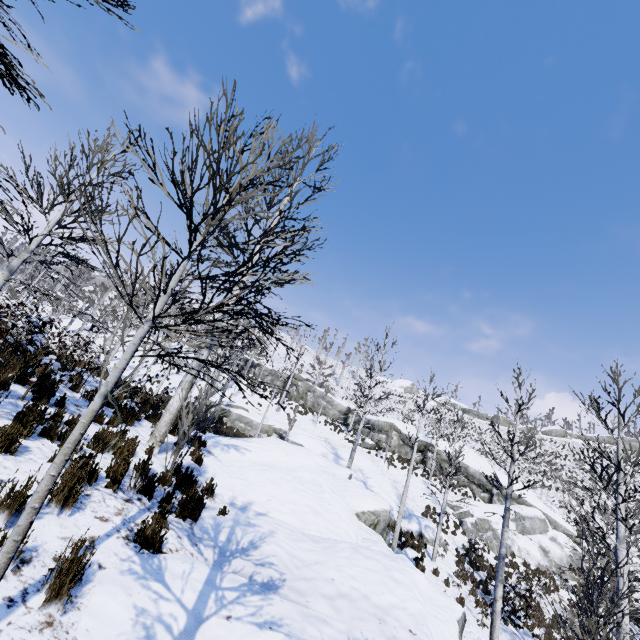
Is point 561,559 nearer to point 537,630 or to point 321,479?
point 537,630

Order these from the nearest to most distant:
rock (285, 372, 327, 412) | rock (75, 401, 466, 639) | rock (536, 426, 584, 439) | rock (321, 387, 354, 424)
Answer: rock (75, 401, 466, 639) < rock (321, 387, 354, 424) < rock (285, 372, 327, 412) < rock (536, 426, 584, 439)

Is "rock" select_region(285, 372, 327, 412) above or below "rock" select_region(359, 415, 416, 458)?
above

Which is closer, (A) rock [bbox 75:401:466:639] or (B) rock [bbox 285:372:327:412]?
(A) rock [bbox 75:401:466:639]

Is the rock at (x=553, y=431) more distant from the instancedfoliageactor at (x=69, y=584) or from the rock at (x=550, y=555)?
the instancedfoliageactor at (x=69, y=584)

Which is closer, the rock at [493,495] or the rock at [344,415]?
the rock at [493,495]

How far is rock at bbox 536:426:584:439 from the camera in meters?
47.4 m

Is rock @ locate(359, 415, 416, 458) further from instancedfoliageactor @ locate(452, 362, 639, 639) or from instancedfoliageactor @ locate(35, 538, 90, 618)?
instancedfoliageactor @ locate(35, 538, 90, 618)
